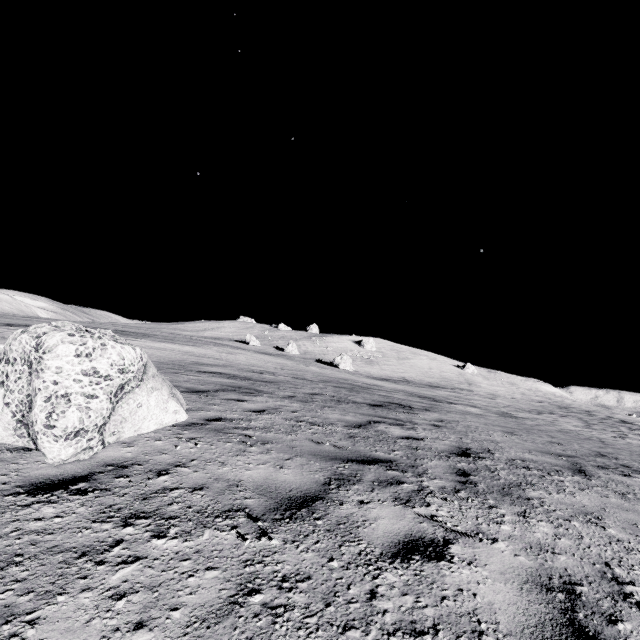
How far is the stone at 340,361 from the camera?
42.93m

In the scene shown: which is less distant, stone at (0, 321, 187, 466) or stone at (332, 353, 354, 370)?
stone at (0, 321, 187, 466)

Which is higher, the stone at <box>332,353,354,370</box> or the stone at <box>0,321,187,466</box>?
the stone at <box>332,353,354,370</box>

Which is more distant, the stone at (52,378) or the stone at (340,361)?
the stone at (340,361)

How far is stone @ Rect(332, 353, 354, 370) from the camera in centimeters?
4293cm

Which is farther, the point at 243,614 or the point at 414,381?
the point at 414,381
